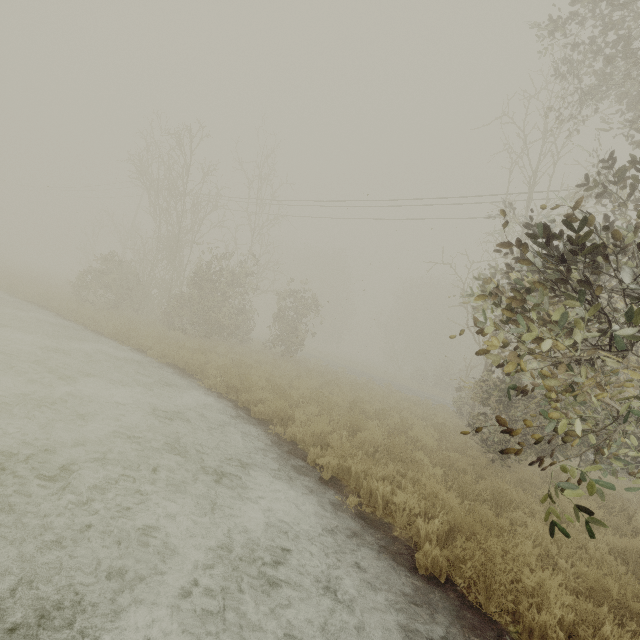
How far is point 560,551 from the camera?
5.0 meters
